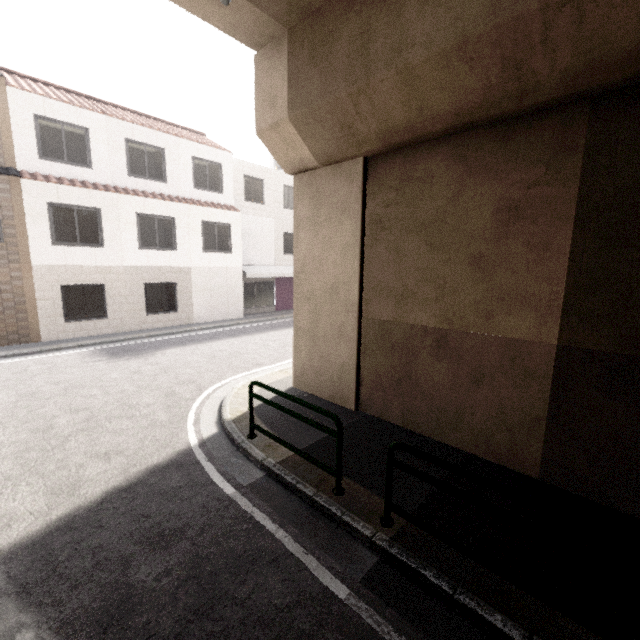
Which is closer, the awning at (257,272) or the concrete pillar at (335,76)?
the concrete pillar at (335,76)

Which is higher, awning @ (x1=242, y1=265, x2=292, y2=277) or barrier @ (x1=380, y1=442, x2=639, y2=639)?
awning @ (x1=242, y1=265, x2=292, y2=277)

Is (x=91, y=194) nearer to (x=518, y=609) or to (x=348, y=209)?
(x=348, y=209)

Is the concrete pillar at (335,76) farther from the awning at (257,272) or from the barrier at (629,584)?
the awning at (257,272)

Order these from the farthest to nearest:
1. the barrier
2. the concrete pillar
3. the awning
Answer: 1. the awning
2. the concrete pillar
3. the barrier

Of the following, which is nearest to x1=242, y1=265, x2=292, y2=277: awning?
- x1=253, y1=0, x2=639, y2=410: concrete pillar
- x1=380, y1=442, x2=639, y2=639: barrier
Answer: x1=253, y1=0, x2=639, y2=410: concrete pillar
